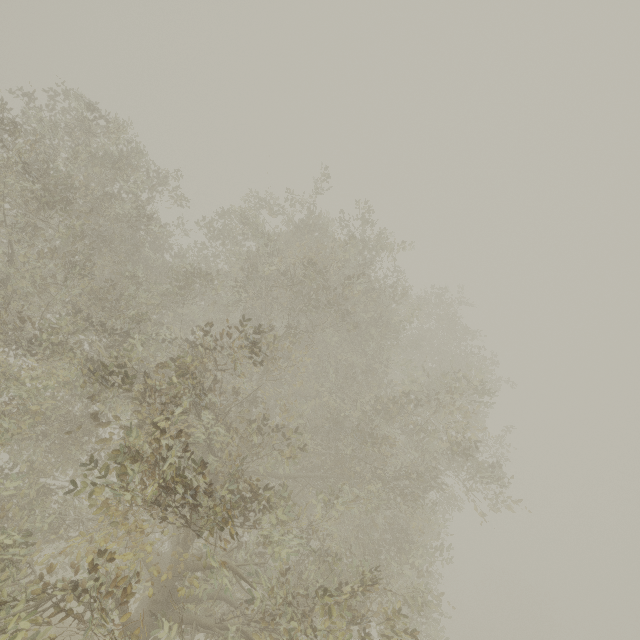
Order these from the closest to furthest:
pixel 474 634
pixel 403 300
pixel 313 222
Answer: pixel 313 222
pixel 403 300
pixel 474 634
